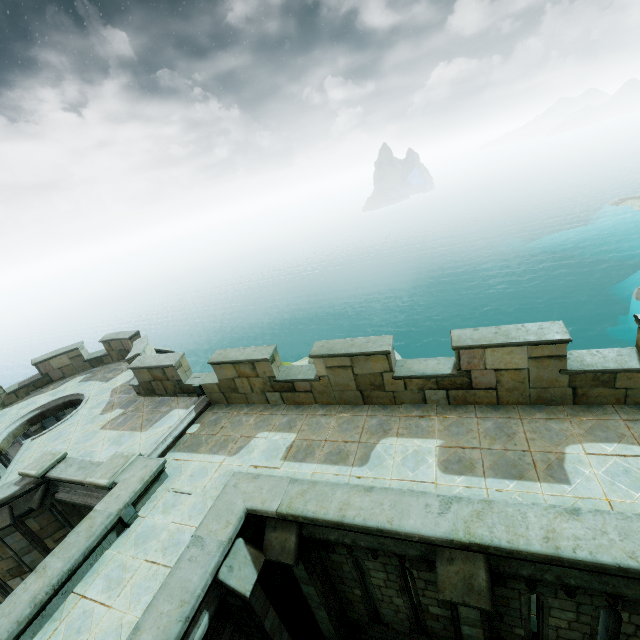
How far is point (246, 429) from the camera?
9.8 meters

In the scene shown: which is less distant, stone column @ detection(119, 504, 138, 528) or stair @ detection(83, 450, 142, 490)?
stone column @ detection(119, 504, 138, 528)

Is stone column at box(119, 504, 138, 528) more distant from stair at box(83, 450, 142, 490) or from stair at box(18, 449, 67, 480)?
stair at box(18, 449, 67, 480)

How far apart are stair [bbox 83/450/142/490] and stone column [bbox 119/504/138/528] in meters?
1.0

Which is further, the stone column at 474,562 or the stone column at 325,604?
the stone column at 325,604

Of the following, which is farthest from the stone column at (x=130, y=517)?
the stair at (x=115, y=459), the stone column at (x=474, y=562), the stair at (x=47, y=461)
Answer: the stone column at (x=474, y=562)

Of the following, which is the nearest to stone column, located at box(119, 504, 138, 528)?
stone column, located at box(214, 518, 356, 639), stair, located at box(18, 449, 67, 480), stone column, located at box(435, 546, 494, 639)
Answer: stone column, located at box(214, 518, 356, 639)

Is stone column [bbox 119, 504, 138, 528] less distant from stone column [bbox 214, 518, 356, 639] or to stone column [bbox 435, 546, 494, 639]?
stone column [bbox 214, 518, 356, 639]
